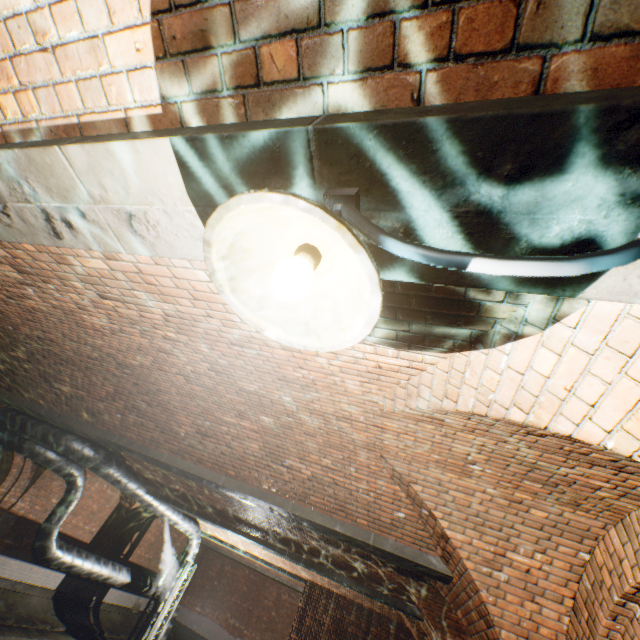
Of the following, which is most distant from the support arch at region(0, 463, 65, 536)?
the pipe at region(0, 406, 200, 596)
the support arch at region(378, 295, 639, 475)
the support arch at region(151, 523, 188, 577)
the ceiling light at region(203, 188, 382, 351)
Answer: the ceiling light at region(203, 188, 382, 351)

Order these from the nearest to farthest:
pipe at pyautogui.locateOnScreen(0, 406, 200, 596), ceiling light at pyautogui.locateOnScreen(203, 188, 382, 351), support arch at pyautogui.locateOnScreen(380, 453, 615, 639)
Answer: ceiling light at pyautogui.locateOnScreen(203, 188, 382, 351) < support arch at pyautogui.locateOnScreen(380, 453, 615, 639) < pipe at pyautogui.locateOnScreen(0, 406, 200, 596)

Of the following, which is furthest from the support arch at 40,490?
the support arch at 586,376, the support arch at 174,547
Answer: the support arch at 586,376

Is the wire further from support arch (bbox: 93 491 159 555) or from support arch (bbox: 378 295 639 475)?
support arch (bbox: 93 491 159 555)

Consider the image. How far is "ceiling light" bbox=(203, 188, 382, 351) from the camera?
0.69m

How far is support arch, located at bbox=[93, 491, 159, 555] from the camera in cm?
1421

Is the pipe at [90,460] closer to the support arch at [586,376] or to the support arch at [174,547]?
the support arch at [174,547]

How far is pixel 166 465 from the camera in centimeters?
583cm
